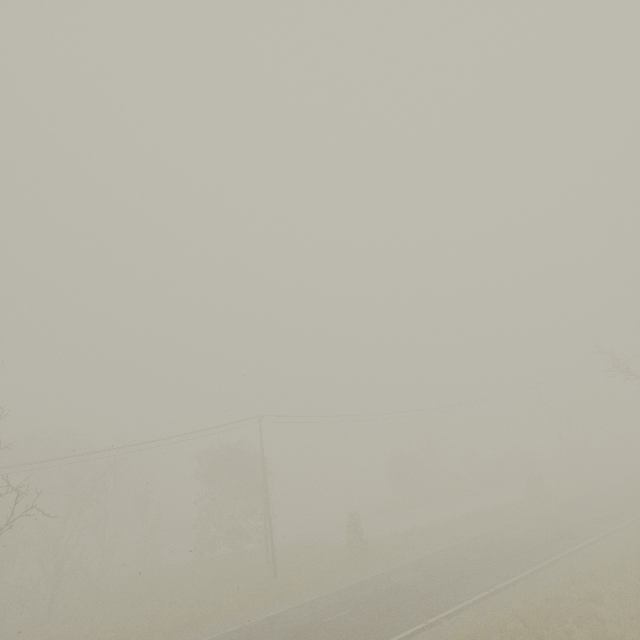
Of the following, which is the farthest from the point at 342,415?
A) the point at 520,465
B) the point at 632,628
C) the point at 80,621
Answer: the point at 520,465

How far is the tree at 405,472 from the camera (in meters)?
45.28

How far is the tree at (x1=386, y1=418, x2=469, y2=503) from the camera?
45.28m
